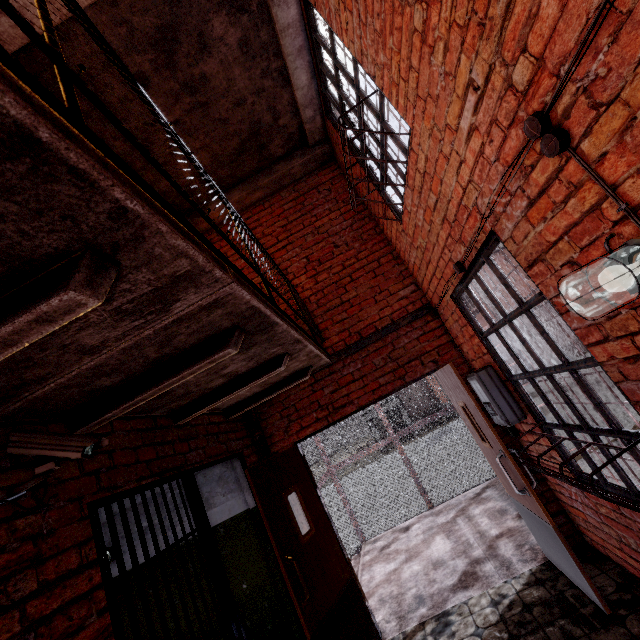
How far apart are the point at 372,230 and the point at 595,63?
3.6 meters

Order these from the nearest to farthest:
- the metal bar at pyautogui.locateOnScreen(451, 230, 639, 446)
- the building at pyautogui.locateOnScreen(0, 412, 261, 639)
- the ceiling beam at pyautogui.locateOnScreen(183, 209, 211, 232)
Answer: the building at pyautogui.locateOnScreen(0, 412, 261, 639), the metal bar at pyautogui.locateOnScreen(451, 230, 639, 446), the ceiling beam at pyautogui.locateOnScreen(183, 209, 211, 232)

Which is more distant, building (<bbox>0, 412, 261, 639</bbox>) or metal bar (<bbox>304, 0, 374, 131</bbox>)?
metal bar (<bbox>304, 0, 374, 131</bbox>)

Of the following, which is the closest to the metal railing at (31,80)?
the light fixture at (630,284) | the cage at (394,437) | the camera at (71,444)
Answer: the cage at (394,437)

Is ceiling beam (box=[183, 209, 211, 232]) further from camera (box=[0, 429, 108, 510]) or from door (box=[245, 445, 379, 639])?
door (box=[245, 445, 379, 639])

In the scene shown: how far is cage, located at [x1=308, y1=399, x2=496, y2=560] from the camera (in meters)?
6.29

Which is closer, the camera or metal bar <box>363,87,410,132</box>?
the camera

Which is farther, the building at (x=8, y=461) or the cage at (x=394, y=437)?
the cage at (x=394, y=437)
